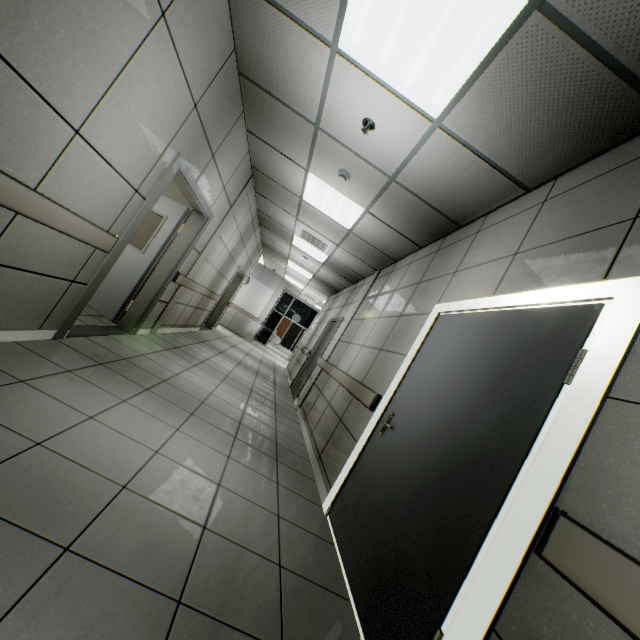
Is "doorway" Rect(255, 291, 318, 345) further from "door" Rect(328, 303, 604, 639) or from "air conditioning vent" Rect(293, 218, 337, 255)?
"door" Rect(328, 303, 604, 639)

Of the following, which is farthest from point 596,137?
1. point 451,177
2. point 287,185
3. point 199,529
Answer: point 287,185

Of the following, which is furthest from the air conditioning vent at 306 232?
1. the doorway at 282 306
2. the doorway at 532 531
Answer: the doorway at 282 306

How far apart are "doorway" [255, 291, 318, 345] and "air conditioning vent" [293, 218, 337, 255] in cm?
1087

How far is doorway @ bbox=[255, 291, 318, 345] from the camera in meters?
18.1

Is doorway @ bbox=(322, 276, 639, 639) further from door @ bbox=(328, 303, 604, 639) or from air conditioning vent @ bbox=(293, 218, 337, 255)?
air conditioning vent @ bbox=(293, 218, 337, 255)

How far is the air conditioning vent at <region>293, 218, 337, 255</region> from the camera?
6.52m

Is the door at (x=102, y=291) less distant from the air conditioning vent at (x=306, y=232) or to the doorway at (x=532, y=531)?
the air conditioning vent at (x=306, y=232)
